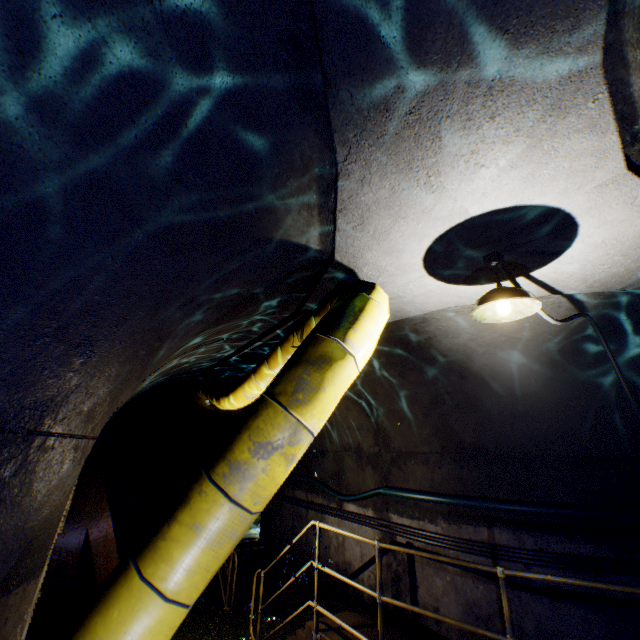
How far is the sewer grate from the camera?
4.24m

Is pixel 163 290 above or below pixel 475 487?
above

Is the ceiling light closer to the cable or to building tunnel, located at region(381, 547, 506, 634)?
building tunnel, located at region(381, 547, 506, 634)

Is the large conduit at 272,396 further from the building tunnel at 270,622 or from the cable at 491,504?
the cable at 491,504

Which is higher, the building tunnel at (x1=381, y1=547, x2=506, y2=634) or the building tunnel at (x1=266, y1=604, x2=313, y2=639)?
the building tunnel at (x1=381, y1=547, x2=506, y2=634)

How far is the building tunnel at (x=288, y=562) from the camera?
6.75m

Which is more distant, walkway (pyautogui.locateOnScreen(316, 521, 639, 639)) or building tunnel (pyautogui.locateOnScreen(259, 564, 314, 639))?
building tunnel (pyautogui.locateOnScreen(259, 564, 314, 639))

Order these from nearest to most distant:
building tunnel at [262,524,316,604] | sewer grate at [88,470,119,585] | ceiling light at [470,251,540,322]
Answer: ceiling light at [470,251,540,322] → sewer grate at [88,470,119,585] → building tunnel at [262,524,316,604]
